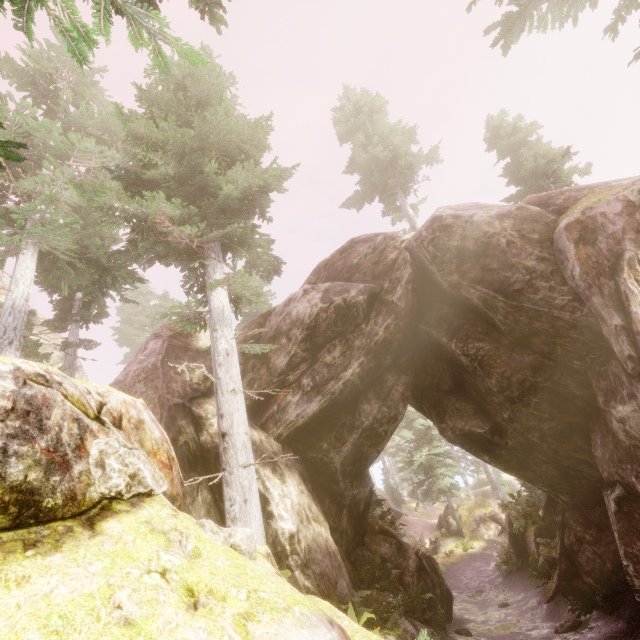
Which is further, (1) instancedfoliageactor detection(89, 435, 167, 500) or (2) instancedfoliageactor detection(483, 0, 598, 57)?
(2) instancedfoliageactor detection(483, 0, 598, 57)

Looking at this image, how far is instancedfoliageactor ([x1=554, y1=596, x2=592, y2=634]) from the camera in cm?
1126

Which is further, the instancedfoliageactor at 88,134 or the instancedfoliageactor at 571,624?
the instancedfoliageactor at 571,624

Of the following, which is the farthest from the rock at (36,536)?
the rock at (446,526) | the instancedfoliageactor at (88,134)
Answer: the rock at (446,526)

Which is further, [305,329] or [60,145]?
[60,145]

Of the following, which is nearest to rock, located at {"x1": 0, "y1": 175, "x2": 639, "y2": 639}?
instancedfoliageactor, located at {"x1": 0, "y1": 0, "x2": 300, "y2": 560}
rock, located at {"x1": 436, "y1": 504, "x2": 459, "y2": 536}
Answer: instancedfoliageactor, located at {"x1": 0, "y1": 0, "x2": 300, "y2": 560}

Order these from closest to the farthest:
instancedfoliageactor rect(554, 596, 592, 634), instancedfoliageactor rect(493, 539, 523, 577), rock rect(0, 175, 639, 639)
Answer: rock rect(0, 175, 639, 639), instancedfoliageactor rect(554, 596, 592, 634), instancedfoliageactor rect(493, 539, 523, 577)
